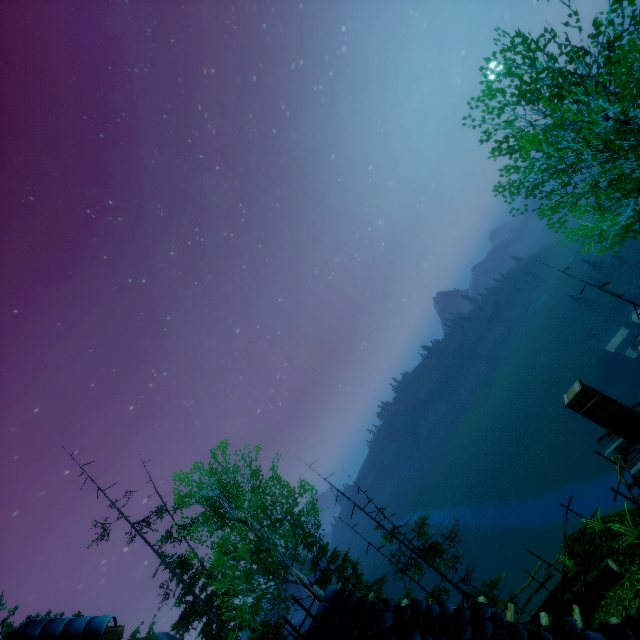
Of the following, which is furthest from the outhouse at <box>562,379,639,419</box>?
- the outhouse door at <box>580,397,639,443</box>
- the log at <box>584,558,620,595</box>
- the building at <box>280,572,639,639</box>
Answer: the building at <box>280,572,639,639</box>

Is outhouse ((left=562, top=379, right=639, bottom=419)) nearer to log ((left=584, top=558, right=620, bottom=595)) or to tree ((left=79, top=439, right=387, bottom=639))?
log ((left=584, top=558, right=620, bottom=595))

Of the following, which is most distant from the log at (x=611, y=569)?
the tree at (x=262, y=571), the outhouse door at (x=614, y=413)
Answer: the tree at (x=262, y=571)

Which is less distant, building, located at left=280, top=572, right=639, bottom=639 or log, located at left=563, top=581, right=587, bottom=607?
building, located at left=280, top=572, right=639, bottom=639

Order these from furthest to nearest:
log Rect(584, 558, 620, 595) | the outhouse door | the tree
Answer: Result: the tree, the outhouse door, log Rect(584, 558, 620, 595)

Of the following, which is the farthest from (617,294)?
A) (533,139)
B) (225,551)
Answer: (225,551)

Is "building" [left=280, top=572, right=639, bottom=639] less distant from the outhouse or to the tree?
the tree

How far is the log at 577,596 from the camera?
10.2m
